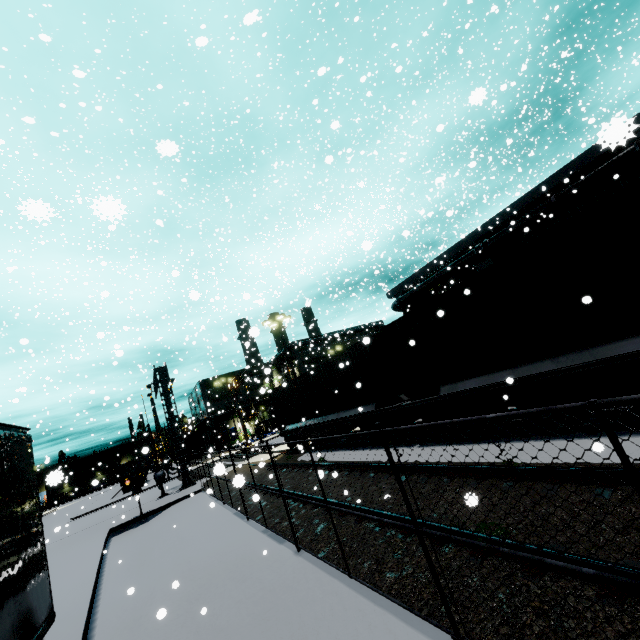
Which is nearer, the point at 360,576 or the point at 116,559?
the point at 360,576

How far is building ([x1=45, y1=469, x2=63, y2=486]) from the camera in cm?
402

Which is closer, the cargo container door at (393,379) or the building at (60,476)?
the building at (60,476)

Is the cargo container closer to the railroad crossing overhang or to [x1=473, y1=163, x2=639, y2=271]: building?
[x1=473, y1=163, x2=639, y2=271]: building

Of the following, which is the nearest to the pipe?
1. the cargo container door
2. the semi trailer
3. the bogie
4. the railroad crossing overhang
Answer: the semi trailer

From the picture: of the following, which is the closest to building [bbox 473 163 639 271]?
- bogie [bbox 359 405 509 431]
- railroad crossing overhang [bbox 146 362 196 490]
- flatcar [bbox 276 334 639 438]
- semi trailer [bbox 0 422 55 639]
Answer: semi trailer [bbox 0 422 55 639]

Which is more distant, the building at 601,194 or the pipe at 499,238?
the pipe at 499,238

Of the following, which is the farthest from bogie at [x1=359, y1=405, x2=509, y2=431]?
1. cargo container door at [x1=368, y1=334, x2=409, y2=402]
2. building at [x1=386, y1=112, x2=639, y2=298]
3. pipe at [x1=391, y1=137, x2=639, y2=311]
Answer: pipe at [x1=391, y1=137, x2=639, y2=311]
